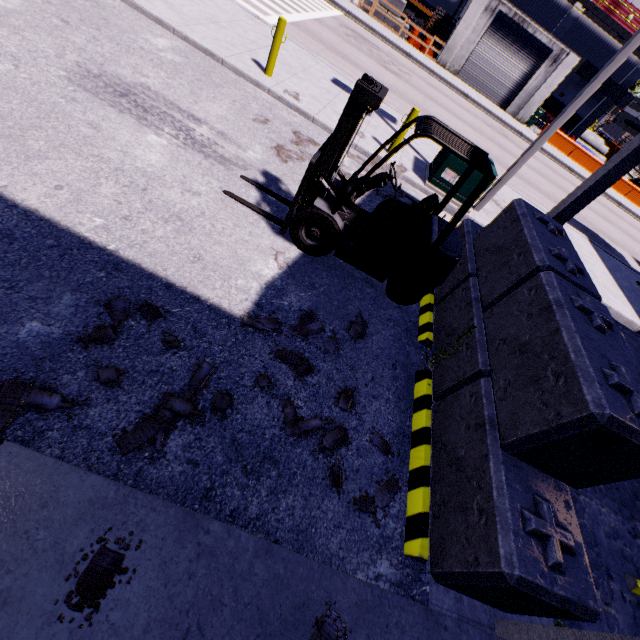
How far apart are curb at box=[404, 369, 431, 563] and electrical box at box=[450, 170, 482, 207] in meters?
6.1 m

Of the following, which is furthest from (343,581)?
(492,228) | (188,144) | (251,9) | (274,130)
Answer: (251,9)

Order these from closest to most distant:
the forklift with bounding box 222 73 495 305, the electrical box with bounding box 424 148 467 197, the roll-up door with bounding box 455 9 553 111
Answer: the forklift with bounding box 222 73 495 305 → the electrical box with bounding box 424 148 467 197 → the roll-up door with bounding box 455 9 553 111

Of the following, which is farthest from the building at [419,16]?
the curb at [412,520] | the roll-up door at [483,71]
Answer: the curb at [412,520]

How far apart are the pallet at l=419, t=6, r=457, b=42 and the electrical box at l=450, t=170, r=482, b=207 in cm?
2530

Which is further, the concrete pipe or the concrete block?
the concrete pipe

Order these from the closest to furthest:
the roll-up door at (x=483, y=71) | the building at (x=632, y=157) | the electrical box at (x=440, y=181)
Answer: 1. the building at (x=632, y=157)
2. the electrical box at (x=440, y=181)
3. the roll-up door at (x=483, y=71)

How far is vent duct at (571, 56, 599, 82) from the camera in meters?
28.3
